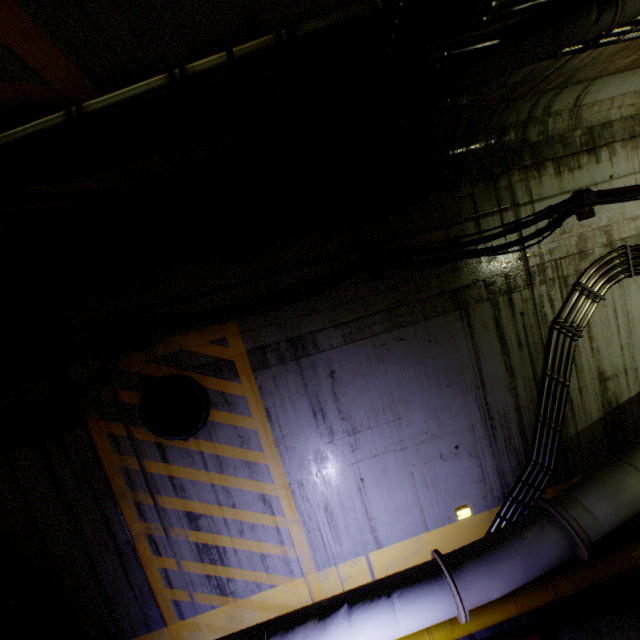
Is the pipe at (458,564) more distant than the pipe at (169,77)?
Yes

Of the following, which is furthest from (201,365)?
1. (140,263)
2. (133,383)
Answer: (140,263)

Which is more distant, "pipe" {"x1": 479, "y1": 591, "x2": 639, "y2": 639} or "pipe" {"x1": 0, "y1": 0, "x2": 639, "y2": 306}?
"pipe" {"x1": 479, "y1": 591, "x2": 639, "y2": 639}

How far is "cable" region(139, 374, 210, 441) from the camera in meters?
3.9

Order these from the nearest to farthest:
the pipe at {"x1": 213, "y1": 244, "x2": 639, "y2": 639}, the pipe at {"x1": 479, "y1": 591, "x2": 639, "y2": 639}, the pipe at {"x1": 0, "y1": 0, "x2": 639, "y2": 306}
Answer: the pipe at {"x1": 0, "y1": 0, "x2": 639, "y2": 306} < the pipe at {"x1": 213, "y1": 244, "x2": 639, "y2": 639} < the pipe at {"x1": 479, "y1": 591, "x2": 639, "y2": 639}

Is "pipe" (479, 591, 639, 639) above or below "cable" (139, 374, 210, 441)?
below
